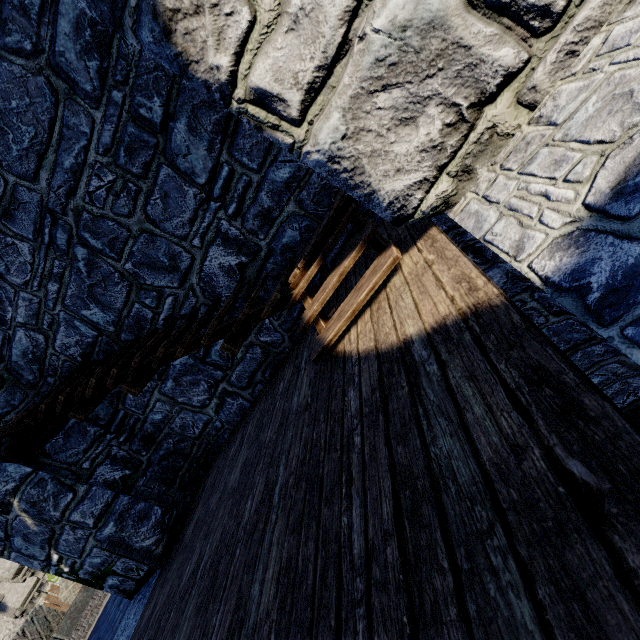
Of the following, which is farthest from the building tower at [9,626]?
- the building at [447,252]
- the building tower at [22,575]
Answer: the building at [447,252]

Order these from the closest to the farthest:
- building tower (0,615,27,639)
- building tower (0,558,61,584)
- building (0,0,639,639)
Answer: building (0,0,639,639), building tower (0,558,61,584), building tower (0,615,27,639)

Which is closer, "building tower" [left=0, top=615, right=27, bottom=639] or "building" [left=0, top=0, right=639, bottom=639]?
"building" [left=0, top=0, right=639, bottom=639]

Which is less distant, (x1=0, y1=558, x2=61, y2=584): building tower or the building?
the building

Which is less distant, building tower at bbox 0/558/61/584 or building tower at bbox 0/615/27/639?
building tower at bbox 0/558/61/584

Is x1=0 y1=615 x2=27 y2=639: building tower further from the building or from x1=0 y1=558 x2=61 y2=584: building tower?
the building

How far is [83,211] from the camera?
4.0 meters

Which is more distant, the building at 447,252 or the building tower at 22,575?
the building tower at 22,575
